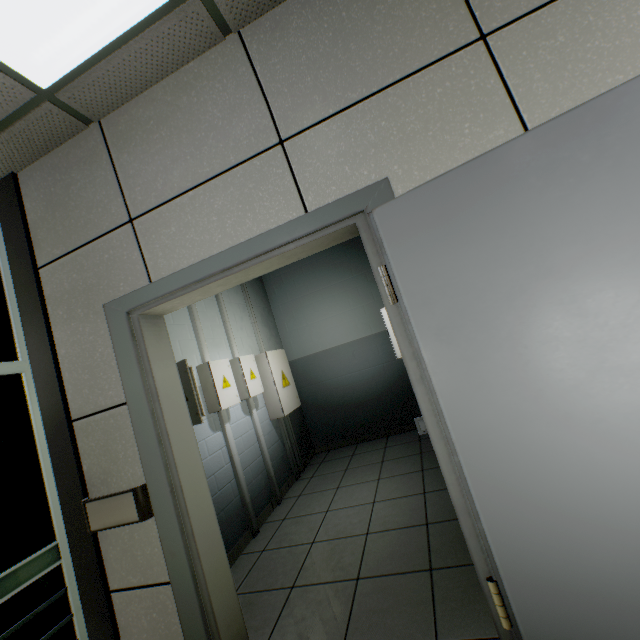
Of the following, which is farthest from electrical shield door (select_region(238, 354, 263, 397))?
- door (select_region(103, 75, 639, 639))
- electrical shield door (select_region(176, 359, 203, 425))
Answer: door (select_region(103, 75, 639, 639))

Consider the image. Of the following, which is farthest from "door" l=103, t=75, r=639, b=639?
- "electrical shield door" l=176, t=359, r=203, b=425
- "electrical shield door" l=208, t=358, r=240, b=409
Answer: "electrical shield door" l=208, t=358, r=240, b=409

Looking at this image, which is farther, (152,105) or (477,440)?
(152,105)

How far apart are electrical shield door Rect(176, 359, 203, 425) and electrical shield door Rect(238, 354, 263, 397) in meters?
1.2

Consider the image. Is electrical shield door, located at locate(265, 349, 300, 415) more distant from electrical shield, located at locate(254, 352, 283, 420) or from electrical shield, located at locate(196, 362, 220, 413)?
electrical shield, located at locate(196, 362, 220, 413)

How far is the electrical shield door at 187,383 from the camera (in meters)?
2.41

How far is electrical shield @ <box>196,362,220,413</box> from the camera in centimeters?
321cm

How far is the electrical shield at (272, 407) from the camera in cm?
431
